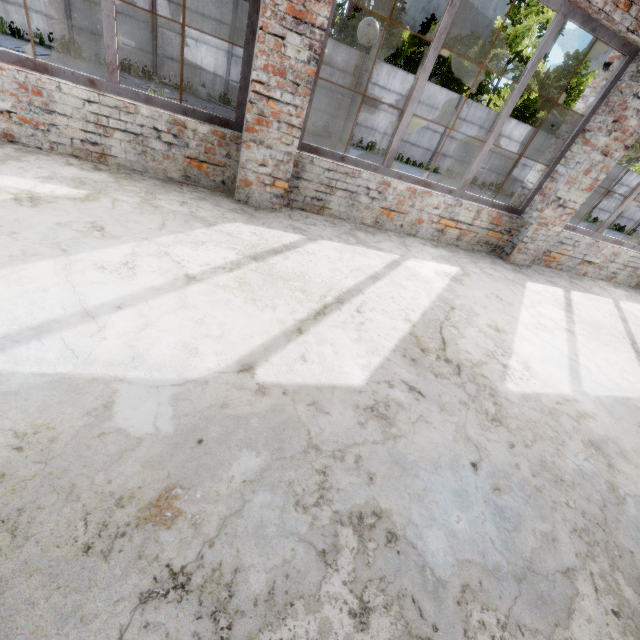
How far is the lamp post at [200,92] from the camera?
13.70m

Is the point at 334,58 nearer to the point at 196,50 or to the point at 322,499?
the point at 196,50

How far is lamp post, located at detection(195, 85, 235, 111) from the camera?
13.7 meters
